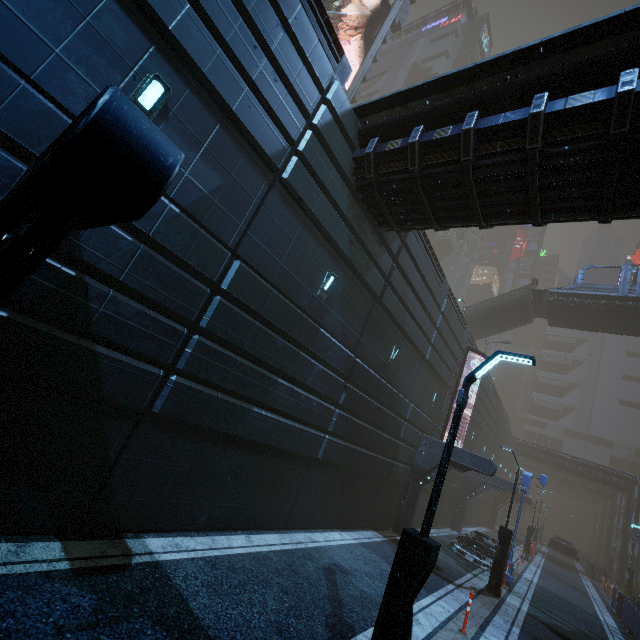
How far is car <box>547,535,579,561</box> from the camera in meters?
31.7

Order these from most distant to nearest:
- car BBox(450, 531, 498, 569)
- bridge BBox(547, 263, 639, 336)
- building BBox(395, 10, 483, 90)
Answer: building BBox(395, 10, 483, 90) < bridge BBox(547, 263, 639, 336) < car BBox(450, 531, 498, 569)

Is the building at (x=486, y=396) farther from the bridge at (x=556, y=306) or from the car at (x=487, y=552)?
the bridge at (x=556, y=306)

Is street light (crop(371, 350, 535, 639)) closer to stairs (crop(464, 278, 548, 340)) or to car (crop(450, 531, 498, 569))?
car (crop(450, 531, 498, 569))

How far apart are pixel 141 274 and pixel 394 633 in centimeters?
669cm

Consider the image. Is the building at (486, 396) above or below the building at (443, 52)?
below

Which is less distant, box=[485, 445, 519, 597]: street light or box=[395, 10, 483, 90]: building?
box=[485, 445, 519, 597]: street light

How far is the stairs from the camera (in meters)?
29.45
